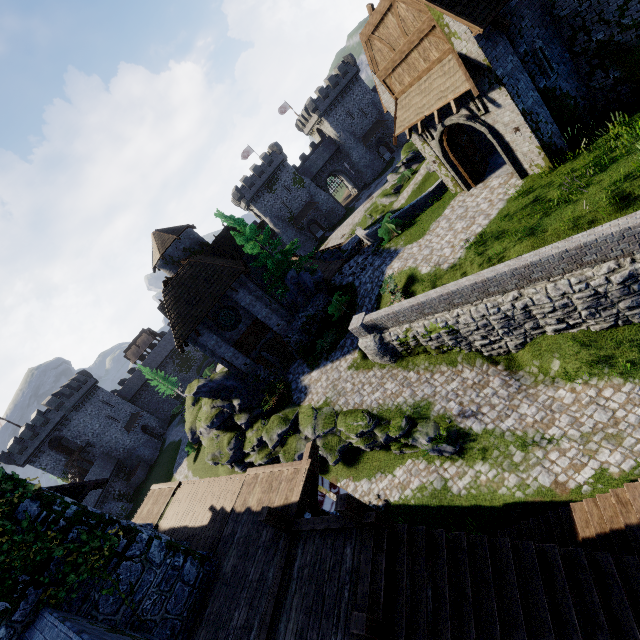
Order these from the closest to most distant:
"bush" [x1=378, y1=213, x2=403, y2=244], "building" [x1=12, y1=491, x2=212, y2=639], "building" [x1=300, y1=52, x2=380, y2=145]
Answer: "building" [x1=12, y1=491, x2=212, y2=639], "bush" [x1=378, y1=213, x2=403, y2=244], "building" [x1=300, y1=52, x2=380, y2=145]

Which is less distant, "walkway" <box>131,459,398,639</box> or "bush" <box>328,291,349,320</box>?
"walkway" <box>131,459,398,639</box>

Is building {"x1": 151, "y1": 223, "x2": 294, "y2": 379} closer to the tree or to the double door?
the tree

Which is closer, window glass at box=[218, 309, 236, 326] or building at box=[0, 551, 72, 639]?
building at box=[0, 551, 72, 639]

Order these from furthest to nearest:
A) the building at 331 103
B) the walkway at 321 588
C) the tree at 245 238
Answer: the building at 331 103 → the tree at 245 238 → the walkway at 321 588

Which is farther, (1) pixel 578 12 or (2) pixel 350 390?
(2) pixel 350 390

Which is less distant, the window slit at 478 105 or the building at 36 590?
the building at 36 590

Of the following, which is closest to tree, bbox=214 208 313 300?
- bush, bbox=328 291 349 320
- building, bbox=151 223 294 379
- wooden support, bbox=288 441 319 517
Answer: building, bbox=151 223 294 379
